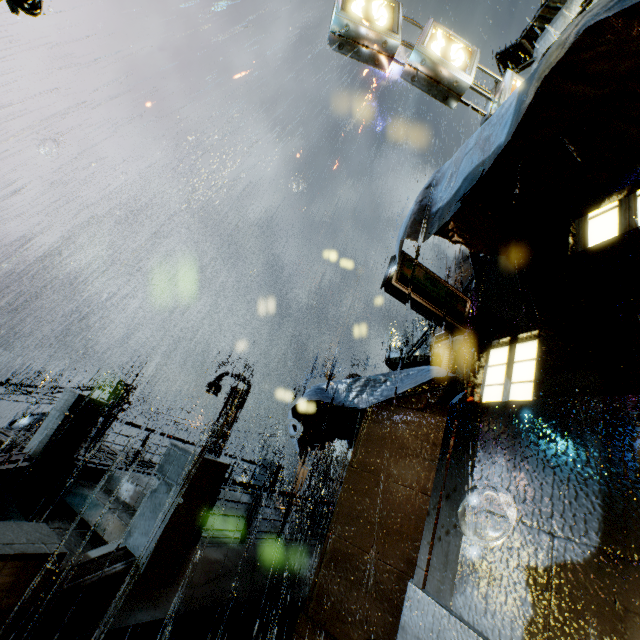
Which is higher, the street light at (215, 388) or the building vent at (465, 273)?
the building vent at (465, 273)

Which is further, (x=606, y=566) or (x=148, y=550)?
(x=148, y=550)

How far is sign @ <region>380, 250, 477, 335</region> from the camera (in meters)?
5.15

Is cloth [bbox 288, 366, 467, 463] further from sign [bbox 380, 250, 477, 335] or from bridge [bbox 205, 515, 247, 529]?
bridge [bbox 205, 515, 247, 529]

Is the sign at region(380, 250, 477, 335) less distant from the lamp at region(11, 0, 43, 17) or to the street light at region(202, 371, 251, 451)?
the lamp at region(11, 0, 43, 17)

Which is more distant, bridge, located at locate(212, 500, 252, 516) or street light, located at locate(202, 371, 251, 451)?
street light, located at locate(202, 371, 251, 451)

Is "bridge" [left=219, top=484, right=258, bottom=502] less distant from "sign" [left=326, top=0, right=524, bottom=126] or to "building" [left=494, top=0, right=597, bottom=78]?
"building" [left=494, top=0, right=597, bottom=78]

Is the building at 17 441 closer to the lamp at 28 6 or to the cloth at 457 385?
the cloth at 457 385
